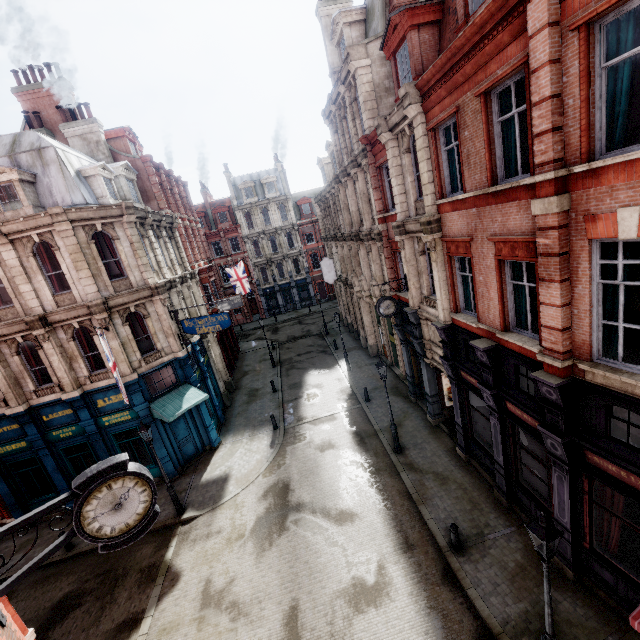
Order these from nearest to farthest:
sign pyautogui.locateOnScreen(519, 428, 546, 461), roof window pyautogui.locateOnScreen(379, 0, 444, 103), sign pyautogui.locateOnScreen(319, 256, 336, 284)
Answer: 1. sign pyautogui.locateOnScreen(519, 428, 546, 461)
2. roof window pyautogui.locateOnScreen(379, 0, 444, 103)
3. sign pyautogui.locateOnScreen(319, 256, 336, 284)

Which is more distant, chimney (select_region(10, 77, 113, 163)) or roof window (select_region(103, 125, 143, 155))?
roof window (select_region(103, 125, 143, 155))

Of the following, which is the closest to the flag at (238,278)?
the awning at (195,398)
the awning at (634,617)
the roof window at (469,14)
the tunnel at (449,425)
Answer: the awning at (195,398)

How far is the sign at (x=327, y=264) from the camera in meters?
28.8 m

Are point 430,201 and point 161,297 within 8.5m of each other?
no

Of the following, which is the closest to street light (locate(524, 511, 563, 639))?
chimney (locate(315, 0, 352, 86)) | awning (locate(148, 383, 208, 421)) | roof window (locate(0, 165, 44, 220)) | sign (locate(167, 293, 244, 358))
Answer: sign (locate(167, 293, 244, 358))

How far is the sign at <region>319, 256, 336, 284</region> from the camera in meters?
28.8

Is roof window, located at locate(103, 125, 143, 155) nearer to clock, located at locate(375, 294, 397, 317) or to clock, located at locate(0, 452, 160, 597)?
clock, located at locate(375, 294, 397, 317)
